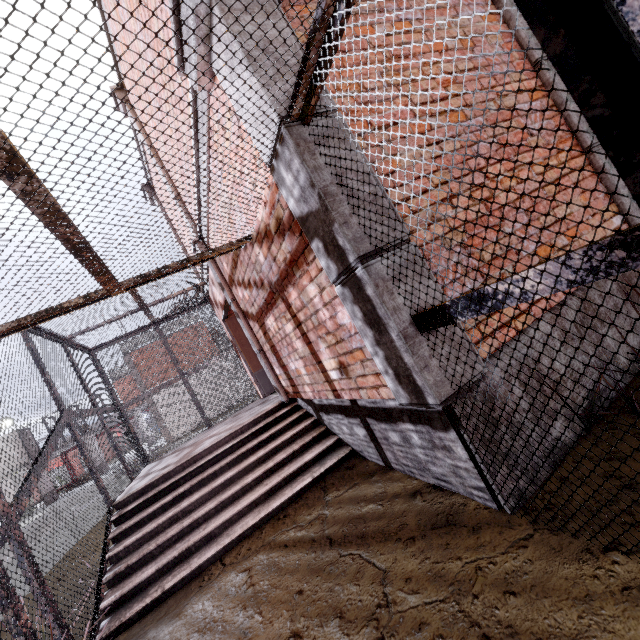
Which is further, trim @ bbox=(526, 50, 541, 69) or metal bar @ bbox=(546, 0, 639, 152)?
trim @ bbox=(526, 50, 541, 69)

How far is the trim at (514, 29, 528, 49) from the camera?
3.2 meters

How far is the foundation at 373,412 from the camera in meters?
2.1

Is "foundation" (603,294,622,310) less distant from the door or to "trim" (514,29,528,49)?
"trim" (514,29,528,49)

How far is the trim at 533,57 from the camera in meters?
3.2

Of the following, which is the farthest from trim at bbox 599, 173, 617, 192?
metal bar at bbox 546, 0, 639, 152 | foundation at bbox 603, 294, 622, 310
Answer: metal bar at bbox 546, 0, 639, 152

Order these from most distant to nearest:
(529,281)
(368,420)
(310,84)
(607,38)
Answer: (368,420) < (310,84) < (529,281) < (607,38)

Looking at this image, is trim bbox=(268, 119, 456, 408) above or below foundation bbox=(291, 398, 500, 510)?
above
